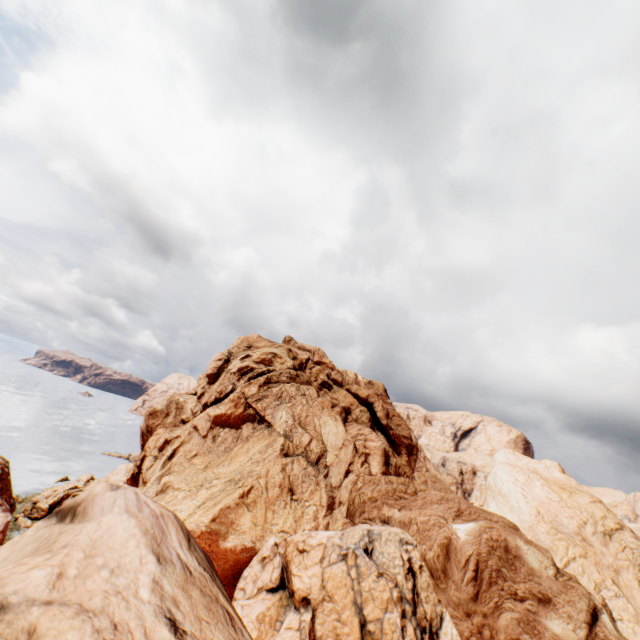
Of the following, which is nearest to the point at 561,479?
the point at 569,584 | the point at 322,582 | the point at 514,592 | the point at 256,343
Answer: the point at 569,584
